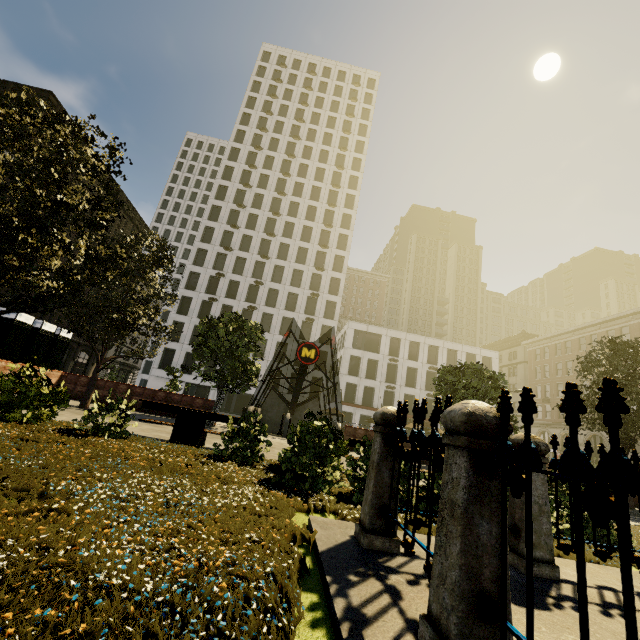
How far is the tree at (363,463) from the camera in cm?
525

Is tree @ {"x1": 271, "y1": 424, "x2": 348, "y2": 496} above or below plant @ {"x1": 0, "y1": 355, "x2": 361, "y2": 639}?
above

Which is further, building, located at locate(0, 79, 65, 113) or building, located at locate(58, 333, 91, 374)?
building, located at locate(58, 333, 91, 374)

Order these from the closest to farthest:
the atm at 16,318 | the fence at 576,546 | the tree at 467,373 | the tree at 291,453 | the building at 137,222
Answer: the fence at 576,546 < the tree at 291,453 < the atm at 16,318 < the tree at 467,373 < the building at 137,222

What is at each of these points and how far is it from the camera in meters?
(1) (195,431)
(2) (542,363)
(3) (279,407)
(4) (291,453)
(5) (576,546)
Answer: (1) bench, 8.0
(2) building, 50.0
(3) underground building, 27.4
(4) tree, 5.4
(5) fence, 1.2

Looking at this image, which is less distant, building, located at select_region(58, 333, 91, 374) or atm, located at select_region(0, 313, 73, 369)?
atm, located at select_region(0, 313, 73, 369)

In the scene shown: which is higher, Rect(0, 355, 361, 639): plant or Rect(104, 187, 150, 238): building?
Rect(104, 187, 150, 238): building
